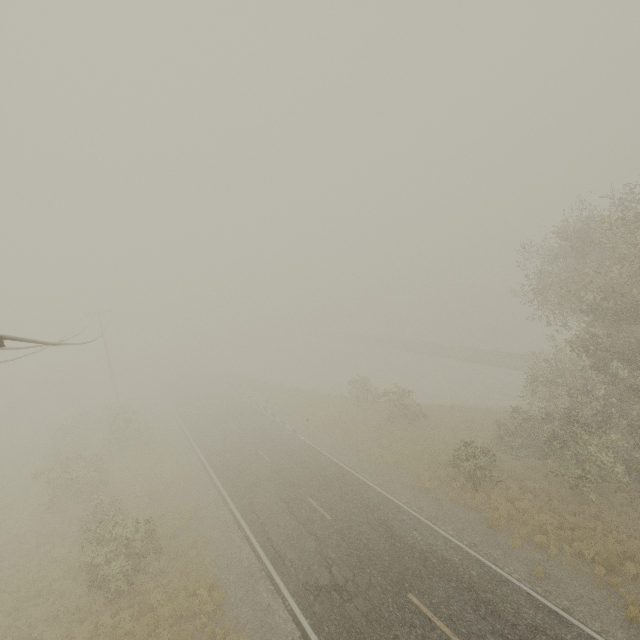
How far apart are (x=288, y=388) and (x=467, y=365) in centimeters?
2428cm
